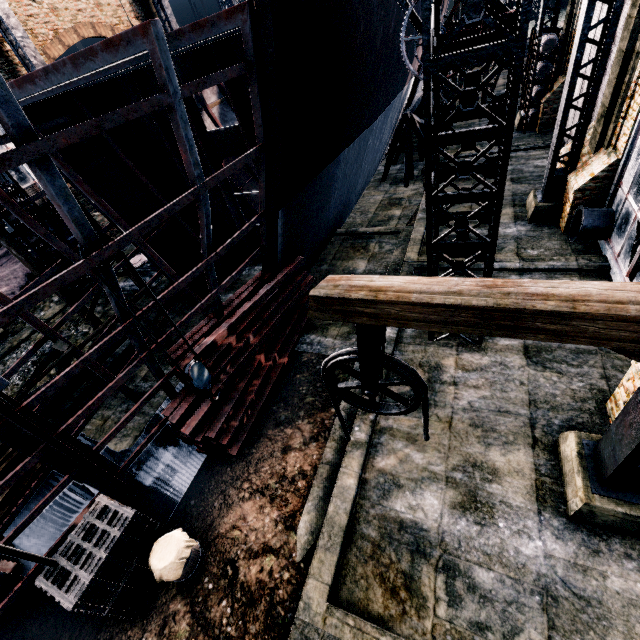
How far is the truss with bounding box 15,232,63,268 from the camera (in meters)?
15.52

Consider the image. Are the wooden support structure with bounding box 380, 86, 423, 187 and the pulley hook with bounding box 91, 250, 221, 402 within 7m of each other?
no

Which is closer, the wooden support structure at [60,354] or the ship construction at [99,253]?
the ship construction at [99,253]

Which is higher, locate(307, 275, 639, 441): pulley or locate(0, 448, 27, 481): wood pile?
locate(307, 275, 639, 441): pulley

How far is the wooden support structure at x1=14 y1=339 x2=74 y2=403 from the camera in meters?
9.3

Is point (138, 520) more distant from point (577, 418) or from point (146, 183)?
point (146, 183)

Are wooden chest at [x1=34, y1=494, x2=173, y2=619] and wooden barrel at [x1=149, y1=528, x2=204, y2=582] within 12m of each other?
yes

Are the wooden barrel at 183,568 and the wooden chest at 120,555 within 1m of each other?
yes
